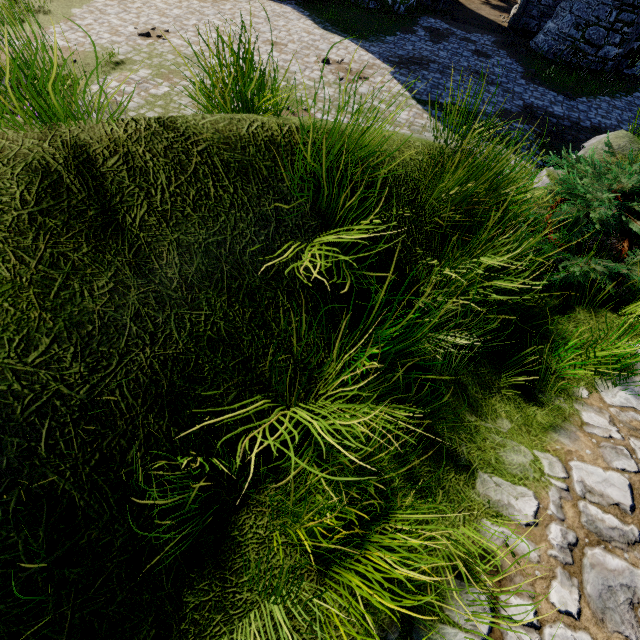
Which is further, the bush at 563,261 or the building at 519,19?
the building at 519,19

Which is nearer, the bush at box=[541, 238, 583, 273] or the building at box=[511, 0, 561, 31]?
the bush at box=[541, 238, 583, 273]

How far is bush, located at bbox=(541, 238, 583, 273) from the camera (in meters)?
3.56

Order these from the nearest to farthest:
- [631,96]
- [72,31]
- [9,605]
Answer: [9,605] → [72,31] → [631,96]

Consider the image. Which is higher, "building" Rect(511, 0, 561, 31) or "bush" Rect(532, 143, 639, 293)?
"bush" Rect(532, 143, 639, 293)
